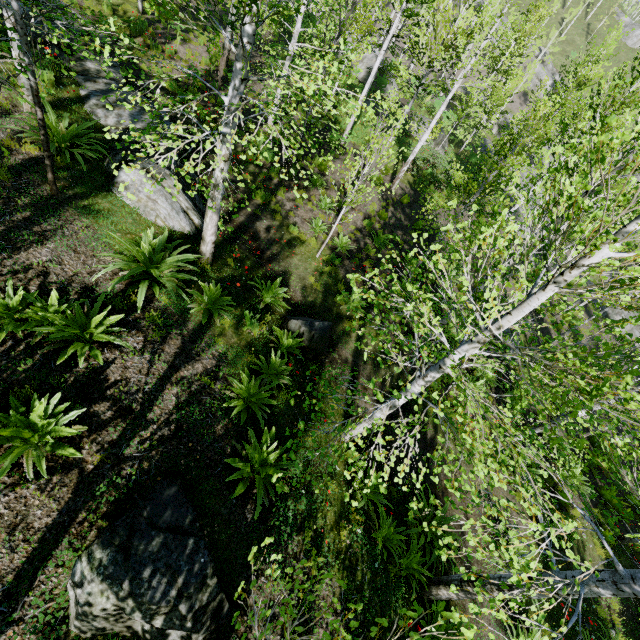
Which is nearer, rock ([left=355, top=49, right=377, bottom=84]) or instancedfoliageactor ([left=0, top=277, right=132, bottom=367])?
instancedfoliageactor ([left=0, top=277, right=132, bottom=367])

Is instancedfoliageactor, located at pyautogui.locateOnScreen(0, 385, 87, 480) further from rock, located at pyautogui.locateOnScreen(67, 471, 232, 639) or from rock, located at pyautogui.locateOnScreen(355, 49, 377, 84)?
rock, located at pyautogui.locateOnScreen(355, 49, 377, 84)

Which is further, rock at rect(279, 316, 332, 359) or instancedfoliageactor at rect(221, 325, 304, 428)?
rock at rect(279, 316, 332, 359)

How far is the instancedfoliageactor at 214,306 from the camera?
6.1m

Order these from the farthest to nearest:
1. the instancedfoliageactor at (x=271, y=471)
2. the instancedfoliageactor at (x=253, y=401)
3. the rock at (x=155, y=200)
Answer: the rock at (x=155, y=200) < the instancedfoliageactor at (x=253, y=401) < the instancedfoliageactor at (x=271, y=471)

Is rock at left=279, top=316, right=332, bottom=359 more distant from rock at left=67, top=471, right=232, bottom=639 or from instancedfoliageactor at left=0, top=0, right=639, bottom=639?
rock at left=67, top=471, right=232, bottom=639

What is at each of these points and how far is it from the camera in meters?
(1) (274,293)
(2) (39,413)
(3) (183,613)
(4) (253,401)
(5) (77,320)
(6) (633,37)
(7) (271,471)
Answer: (1) instancedfoliageactor, 8.1
(2) instancedfoliageactor, 3.9
(3) rock, 3.4
(4) instancedfoliageactor, 5.8
(5) instancedfoliageactor, 4.8
(6) rock, 56.6
(7) instancedfoliageactor, 5.0

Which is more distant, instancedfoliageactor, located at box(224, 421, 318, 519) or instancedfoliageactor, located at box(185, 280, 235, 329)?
instancedfoliageactor, located at box(185, 280, 235, 329)
